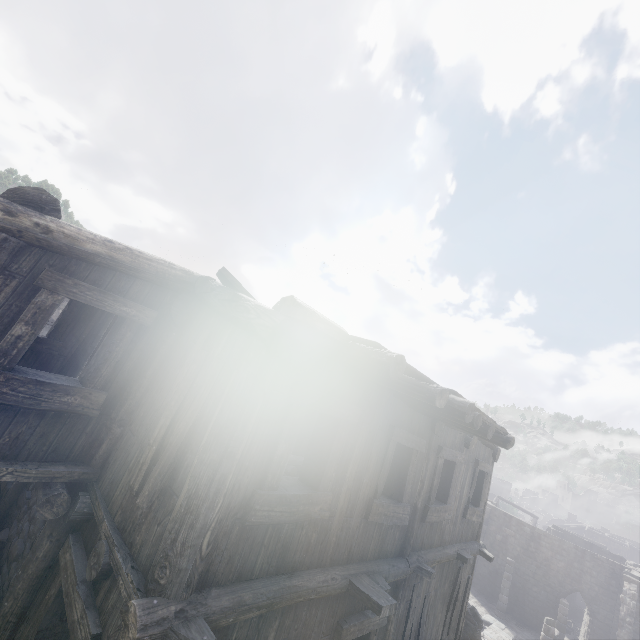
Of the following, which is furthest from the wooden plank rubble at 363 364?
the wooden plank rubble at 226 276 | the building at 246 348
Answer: the wooden plank rubble at 226 276

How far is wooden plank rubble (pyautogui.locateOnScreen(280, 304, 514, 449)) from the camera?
2.8 meters

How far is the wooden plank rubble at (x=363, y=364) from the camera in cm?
284

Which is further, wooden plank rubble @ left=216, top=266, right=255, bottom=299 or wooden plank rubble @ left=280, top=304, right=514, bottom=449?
wooden plank rubble @ left=216, top=266, right=255, bottom=299

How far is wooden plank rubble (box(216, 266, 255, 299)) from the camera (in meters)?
4.62

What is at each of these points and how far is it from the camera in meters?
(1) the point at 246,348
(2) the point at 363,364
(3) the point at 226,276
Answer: (1) building, 3.5 m
(2) wooden plank rubble, 3.0 m
(3) wooden plank rubble, 4.6 m

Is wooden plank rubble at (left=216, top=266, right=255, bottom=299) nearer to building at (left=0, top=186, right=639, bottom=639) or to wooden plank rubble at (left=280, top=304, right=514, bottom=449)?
building at (left=0, top=186, right=639, bottom=639)
